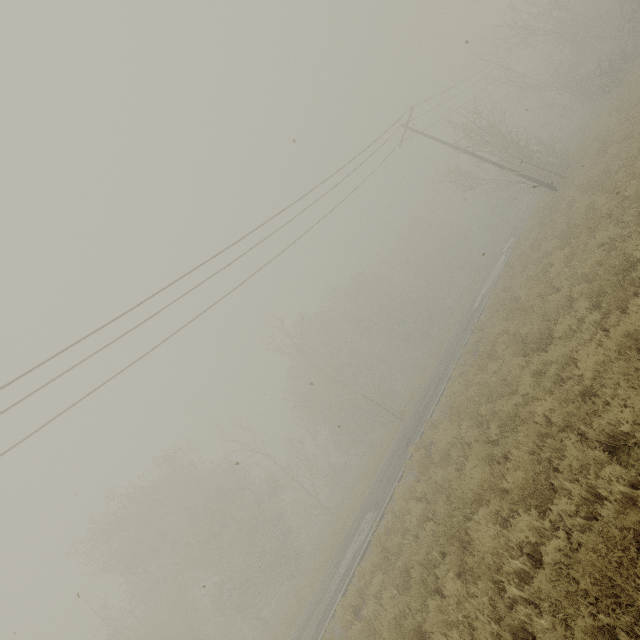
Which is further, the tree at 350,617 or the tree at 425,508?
the tree at 350,617

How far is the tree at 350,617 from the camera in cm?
1037

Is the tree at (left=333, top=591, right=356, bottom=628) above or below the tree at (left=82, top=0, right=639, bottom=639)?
above

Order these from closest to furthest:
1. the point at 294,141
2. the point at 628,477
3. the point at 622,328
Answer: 1. the point at 628,477
2. the point at 622,328
3. the point at 294,141

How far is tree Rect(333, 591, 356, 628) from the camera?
10.4 meters

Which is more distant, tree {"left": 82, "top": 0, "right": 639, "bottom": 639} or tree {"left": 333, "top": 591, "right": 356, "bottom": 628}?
tree {"left": 333, "top": 591, "right": 356, "bottom": 628}
